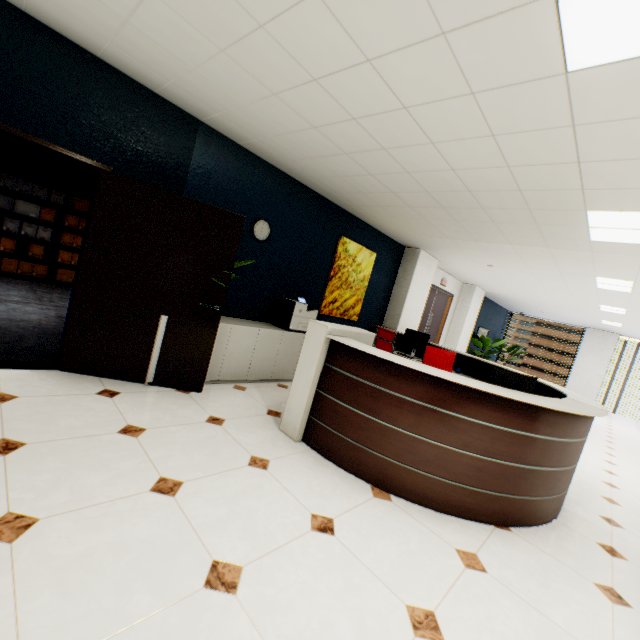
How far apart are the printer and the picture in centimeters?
57cm

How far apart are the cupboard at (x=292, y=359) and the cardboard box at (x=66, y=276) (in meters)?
5.53

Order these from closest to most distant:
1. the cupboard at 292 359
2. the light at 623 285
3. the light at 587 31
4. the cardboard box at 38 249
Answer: the light at 587 31 → the cupboard at 292 359 → the light at 623 285 → the cardboard box at 38 249

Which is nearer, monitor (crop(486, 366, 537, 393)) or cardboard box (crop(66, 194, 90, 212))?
monitor (crop(486, 366, 537, 393))

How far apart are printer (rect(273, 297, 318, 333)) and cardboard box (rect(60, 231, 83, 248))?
5.6m

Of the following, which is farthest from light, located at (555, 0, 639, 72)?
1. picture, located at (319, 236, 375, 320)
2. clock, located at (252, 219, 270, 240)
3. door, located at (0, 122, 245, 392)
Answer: picture, located at (319, 236, 375, 320)

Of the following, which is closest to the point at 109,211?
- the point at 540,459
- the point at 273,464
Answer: the point at 273,464

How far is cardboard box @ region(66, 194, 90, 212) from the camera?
7.2m
